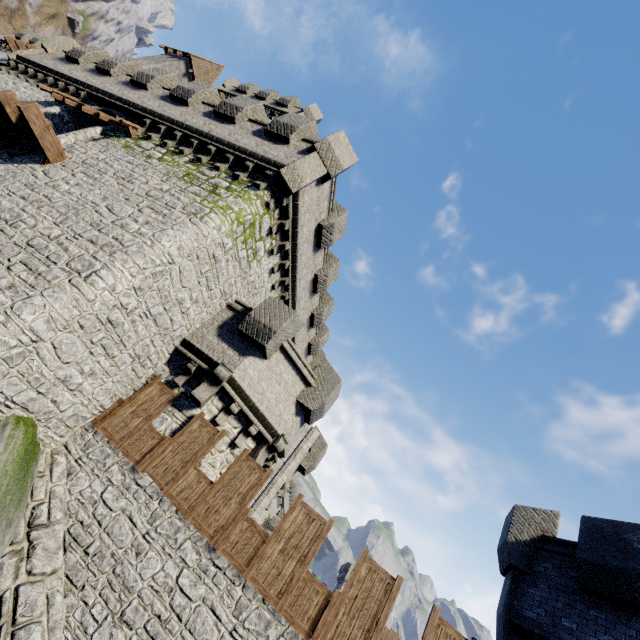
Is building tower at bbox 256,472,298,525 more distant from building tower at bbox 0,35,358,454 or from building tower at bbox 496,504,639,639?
building tower at bbox 496,504,639,639

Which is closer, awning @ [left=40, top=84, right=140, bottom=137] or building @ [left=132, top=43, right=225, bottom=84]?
awning @ [left=40, top=84, right=140, bottom=137]

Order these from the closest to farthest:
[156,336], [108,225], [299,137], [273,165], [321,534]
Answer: [321,534], [108,225], [156,336], [273,165], [299,137]

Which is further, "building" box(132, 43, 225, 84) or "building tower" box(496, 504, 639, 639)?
"building" box(132, 43, 225, 84)

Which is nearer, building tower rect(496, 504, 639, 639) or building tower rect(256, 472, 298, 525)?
building tower rect(496, 504, 639, 639)

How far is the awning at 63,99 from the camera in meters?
13.1 m

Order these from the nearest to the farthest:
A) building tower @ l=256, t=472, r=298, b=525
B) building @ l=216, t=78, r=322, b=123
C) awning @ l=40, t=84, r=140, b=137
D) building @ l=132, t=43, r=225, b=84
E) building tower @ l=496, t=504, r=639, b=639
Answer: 1. building tower @ l=496, t=504, r=639, b=639
2. awning @ l=40, t=84, r=140, b=137
3. building @ l=216, t=78, r=322, b=123
4. building @ l=132, t=43, r=225, b=84
5. building tower @ l=256, t=472, r=298, b=525

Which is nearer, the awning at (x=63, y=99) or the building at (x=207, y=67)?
the awning at (x=63, y=99)
